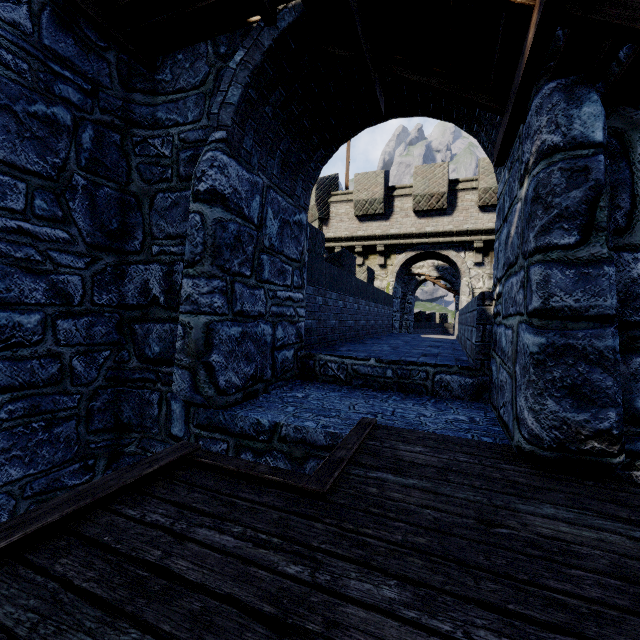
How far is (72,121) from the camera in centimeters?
345cm
